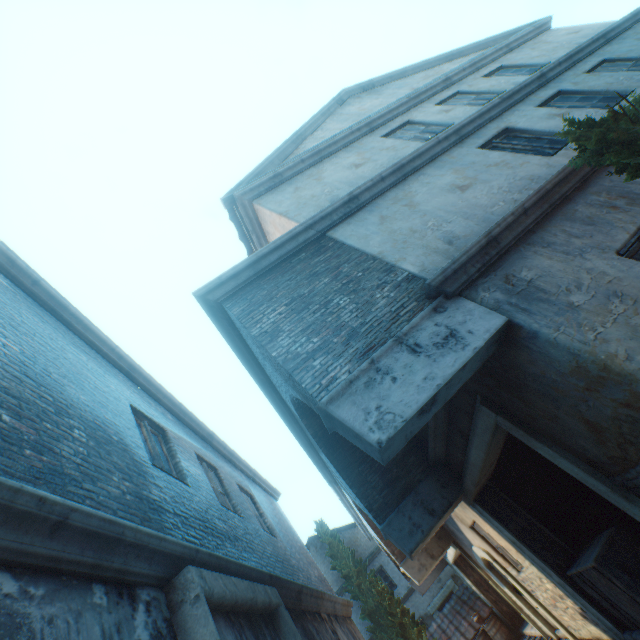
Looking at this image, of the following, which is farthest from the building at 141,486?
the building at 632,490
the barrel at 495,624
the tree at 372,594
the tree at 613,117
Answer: the barrel at 495,624

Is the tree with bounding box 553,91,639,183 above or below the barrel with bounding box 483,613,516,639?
above

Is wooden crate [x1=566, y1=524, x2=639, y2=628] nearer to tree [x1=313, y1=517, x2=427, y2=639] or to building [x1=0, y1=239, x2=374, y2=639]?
building [x1=0, y1=239, x2=374, y2=639]

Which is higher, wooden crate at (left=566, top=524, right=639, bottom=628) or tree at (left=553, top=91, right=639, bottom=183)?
tree at (left=553, top=91, right=639, bottom=183)

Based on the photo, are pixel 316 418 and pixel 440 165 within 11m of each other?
yes

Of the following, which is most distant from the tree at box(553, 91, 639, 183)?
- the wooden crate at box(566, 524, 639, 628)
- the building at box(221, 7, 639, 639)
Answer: the wooden crate at box(566, 524, 639, 628)

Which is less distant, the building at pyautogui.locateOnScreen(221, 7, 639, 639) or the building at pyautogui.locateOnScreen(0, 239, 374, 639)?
the building at pyautogui.locateOnScreen(0, 239, 374, 639)

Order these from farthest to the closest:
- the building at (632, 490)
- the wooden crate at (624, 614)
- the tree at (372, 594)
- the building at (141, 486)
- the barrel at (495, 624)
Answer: the tree at (372, 594) → the barrel at (495, 624) → the wooden crate at (624, 614) → the building at (632, 490) → the building at (141, 486)
